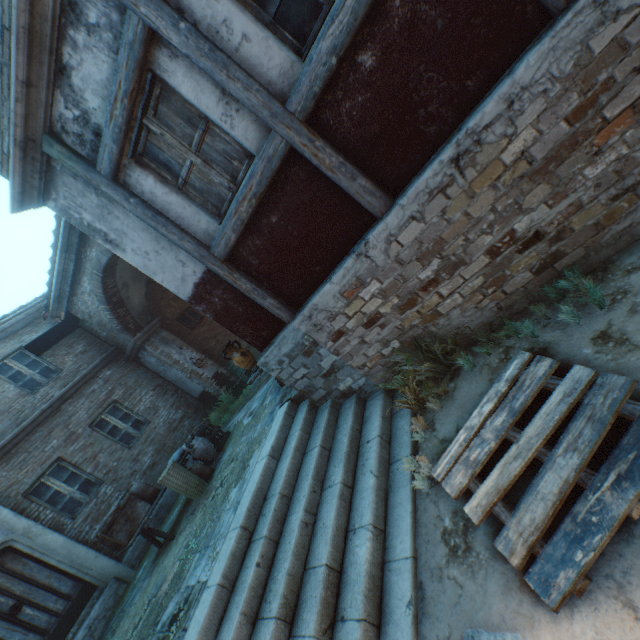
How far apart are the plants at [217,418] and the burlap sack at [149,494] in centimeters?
329cm

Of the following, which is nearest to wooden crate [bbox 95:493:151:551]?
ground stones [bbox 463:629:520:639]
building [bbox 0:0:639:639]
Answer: building [bbox 0:0:639:639]

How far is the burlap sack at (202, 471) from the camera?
7.14m

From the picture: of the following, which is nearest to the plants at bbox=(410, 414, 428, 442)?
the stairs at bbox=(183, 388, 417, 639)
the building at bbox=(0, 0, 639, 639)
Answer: the stairs at bbox=(183, 388, 417, 639)

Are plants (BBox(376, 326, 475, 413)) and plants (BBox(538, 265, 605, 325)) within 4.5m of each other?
yes

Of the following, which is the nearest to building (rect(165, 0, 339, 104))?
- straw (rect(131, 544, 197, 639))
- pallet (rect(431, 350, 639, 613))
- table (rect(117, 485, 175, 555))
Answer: straw (rect(131, 544, 197, 639))

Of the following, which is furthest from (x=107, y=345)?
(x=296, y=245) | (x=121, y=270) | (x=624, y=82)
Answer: (x=624, y=82)

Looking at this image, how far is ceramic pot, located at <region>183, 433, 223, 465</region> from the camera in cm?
751
